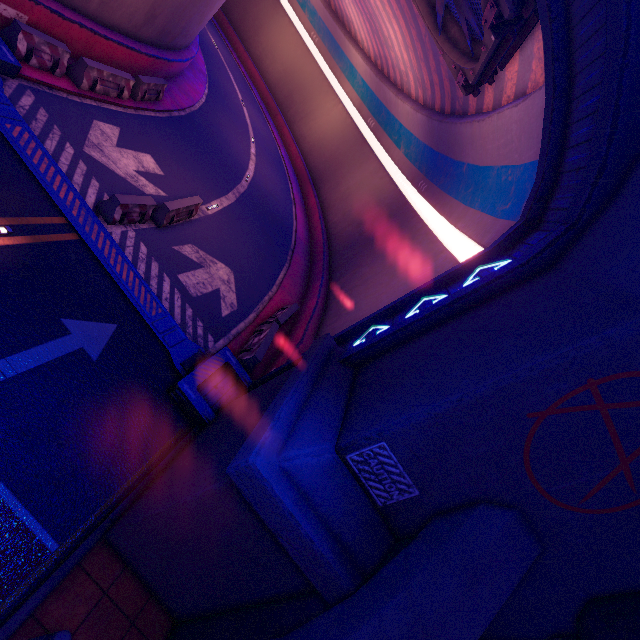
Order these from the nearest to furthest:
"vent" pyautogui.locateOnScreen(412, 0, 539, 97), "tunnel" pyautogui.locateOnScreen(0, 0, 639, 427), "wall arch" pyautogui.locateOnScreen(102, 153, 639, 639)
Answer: "wall arch" pyautogui.locateOnScreen(102, 153, 639, 639), "tunnel" pyautogui.locateOnScreen(0, 0, 639, 427), "vent" pyautogui.locateOnScreen(412, 0, 539, 97)

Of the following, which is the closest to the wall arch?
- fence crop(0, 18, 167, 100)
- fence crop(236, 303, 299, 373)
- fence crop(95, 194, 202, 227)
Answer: fence crop(236, 303, 299, 373)

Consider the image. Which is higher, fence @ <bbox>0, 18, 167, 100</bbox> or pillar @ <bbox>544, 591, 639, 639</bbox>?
pillar @ <bbox>544, 591, 639, 639</bbox>

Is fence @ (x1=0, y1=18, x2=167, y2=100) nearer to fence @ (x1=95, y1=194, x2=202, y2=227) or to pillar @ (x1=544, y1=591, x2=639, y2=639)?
fence @ (x1=95, y1=194, x2=202, y2=227)

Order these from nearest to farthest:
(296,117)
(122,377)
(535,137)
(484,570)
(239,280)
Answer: (484,570) → (122,377) → (535,137) → (239,280) → (296,117)

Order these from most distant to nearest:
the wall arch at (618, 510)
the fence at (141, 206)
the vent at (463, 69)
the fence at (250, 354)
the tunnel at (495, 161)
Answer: the fence at (250, 354) < the fence at (141, 206) < the vent at (463, 69) < the tunnel at (495, 161) < the wall arch at (618, 510)

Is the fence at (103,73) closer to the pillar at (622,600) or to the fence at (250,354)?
the fence at (250,354)

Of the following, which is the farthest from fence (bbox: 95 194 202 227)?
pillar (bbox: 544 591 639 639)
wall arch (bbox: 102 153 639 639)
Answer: pillar (bbox: 544 591 639 639)
